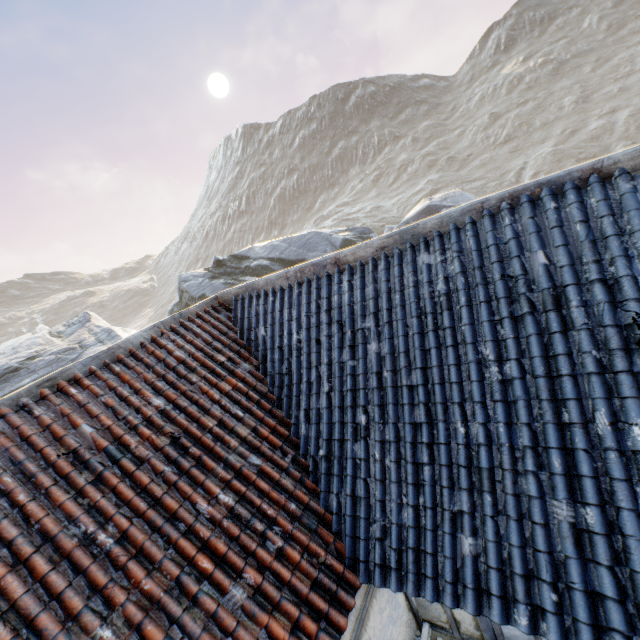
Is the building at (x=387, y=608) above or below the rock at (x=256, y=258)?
below

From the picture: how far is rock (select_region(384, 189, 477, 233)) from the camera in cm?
2303

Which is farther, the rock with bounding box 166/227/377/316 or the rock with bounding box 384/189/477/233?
the rock with bounding box 384/189/477/233

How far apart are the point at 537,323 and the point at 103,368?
5.25m

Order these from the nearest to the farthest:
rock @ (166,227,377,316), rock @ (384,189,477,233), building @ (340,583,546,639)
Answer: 1. building @ (340,583,546,639)
2. rock @ (166,227,377,316)
3. rock @ (384,189,477,233)

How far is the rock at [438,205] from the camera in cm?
2303

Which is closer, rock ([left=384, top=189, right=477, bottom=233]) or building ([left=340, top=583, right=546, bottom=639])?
building ([left=340, top=583, right=546, bottom=639])
